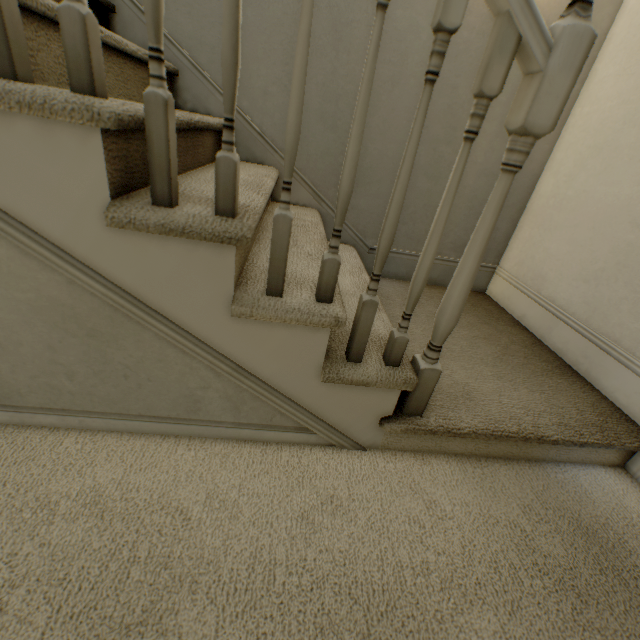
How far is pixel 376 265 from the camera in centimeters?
80cm
